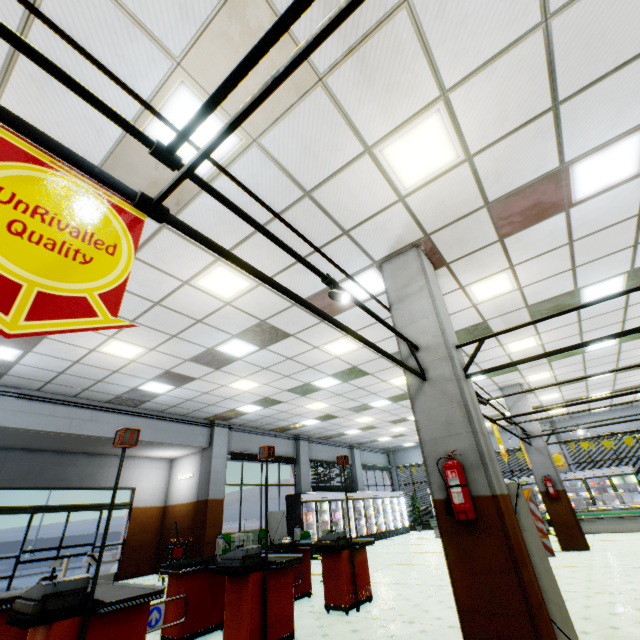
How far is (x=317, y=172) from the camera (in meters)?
3.81

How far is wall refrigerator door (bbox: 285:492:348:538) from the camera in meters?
13.4

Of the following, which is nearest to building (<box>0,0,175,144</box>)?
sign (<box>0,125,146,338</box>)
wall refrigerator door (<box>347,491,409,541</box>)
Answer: wall refrigerator door (<box>347,491,409,541</box>)

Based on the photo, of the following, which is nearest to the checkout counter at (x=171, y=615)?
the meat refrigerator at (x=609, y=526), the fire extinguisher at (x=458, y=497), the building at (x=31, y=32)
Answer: the building at (x=31, y=32)

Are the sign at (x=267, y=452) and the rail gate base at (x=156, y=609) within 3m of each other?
yes

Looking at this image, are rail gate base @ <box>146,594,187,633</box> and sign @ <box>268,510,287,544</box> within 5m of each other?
no

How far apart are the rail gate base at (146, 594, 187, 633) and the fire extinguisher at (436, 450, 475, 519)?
3.57m

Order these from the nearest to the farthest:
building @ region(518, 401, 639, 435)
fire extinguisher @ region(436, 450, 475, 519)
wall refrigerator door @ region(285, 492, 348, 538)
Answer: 1. fire extinguisher @ region(436, 450, 475, 519)
2. building @ region(518, 401, 639, 435)
3. wall refrigerator door @ region(285, 492, 348, 538)
